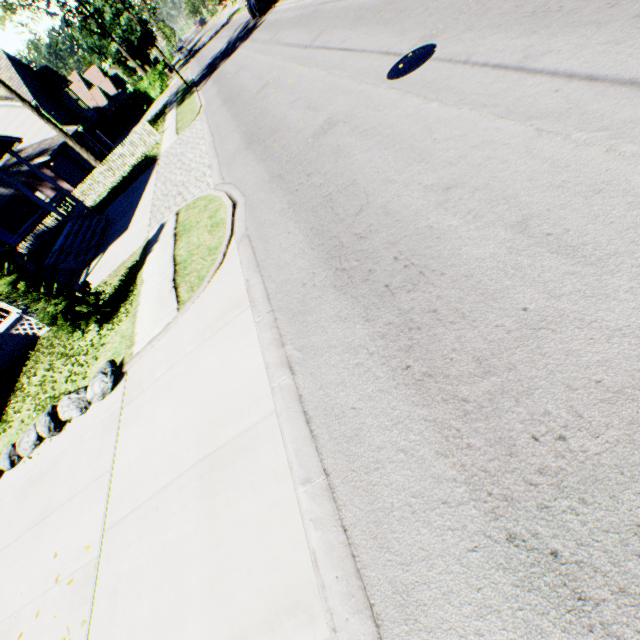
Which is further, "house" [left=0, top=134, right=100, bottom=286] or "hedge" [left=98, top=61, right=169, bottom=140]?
"hedge" [left=98, top=61, right=169, bottom=140]

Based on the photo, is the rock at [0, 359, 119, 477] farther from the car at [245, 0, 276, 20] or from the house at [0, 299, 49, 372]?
the car at [245, 0, 276, 20]

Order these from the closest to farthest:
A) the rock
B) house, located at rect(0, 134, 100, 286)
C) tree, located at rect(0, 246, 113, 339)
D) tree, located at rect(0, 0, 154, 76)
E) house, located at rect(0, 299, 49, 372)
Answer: the rock < tree, located at rect(0, 246, 113, 339) < house, located at rect(0, 299, 49, 372) < house, located at rect(0, 134, 100, 286) < tree, located at rect(0, 0, 154, 76)

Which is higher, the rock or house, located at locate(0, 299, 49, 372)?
house, located at locate(0, 299, 49, 372)

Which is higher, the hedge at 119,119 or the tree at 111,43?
the tree at 111,43

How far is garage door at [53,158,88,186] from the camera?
27.72m

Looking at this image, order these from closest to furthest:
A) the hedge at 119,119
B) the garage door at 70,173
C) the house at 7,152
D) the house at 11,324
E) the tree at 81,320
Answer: the tree at 81,320
the house at 11,324
the house at 7,152
the garage door at 70,173
the hedge at 119,119

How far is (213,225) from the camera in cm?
815
